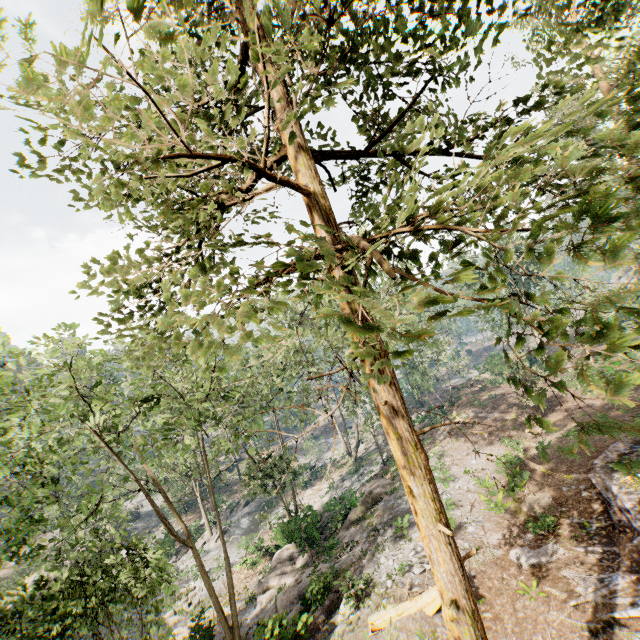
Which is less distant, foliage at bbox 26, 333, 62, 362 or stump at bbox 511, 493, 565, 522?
foliage at bbox 26, 333, 62, 362

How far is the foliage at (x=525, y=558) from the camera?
13.30m

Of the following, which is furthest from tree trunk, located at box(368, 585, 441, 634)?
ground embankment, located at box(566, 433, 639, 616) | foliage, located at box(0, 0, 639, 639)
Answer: ground embankment, located at box(566, 433, 639, 616)

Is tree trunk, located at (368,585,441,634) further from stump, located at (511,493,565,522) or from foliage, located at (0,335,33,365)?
stump, located at (511,493,565,522)

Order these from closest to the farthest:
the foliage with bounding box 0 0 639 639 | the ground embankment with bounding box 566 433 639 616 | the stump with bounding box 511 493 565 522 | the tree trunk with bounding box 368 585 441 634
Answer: the foliage with bounding box 0 0 639 639 < the ground embankment with bounding box 566 433 639 616 < the tree trunk with bounding box 368 585 441 634 < the stump with bounding box 511 493 565 522

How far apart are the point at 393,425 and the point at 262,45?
8.7m

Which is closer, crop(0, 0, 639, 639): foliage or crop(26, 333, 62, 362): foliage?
crop(0, 0, 639, 639): foliage

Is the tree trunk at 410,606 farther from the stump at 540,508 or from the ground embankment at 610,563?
the stump at 540,508
